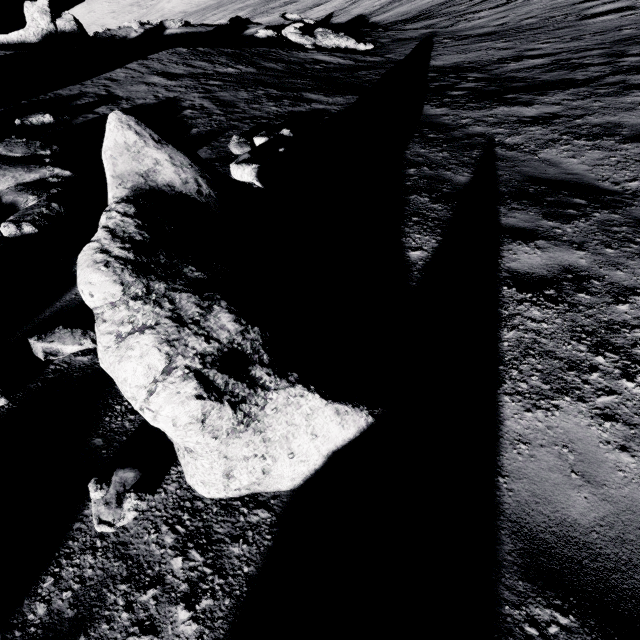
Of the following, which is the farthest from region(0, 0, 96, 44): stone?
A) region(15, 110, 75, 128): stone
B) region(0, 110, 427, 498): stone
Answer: region(0, 110, 427, 498): stone

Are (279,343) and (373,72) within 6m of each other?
no

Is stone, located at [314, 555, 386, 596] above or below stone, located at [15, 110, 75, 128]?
below

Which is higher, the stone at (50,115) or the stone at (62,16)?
the stone at (62,16)

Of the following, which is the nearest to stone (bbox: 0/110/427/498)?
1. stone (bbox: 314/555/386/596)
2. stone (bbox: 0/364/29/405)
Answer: stone (bbox: 314/555/386/596)

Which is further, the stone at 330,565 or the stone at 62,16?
the stone at 62,16

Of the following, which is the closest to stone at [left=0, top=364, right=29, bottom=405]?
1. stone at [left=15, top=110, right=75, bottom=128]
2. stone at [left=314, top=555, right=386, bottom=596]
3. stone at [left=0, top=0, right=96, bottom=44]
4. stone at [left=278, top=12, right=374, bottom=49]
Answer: stone at [left=314, top=555, right=386, bottom=596]

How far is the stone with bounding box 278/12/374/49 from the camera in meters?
17.2 m
